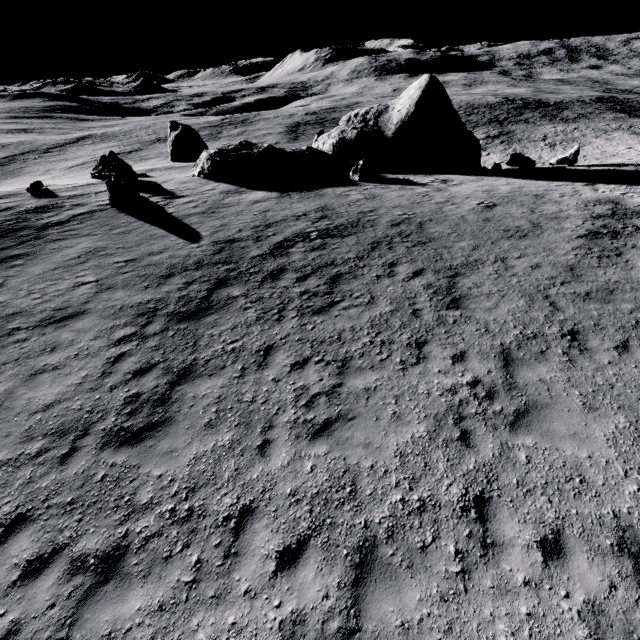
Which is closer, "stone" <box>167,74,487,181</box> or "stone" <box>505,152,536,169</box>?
"stone" <box>167,74,487,181</box>

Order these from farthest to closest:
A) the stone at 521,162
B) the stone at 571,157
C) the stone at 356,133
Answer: the stone at 571,157, the stone at 521,162, the stone at 356,133

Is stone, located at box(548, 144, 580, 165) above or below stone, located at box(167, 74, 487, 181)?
below

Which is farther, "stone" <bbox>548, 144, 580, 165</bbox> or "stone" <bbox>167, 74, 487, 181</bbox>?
"stone" <bbox>548, 144, 580, 165</bbox>

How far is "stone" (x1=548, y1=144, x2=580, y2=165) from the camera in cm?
2484

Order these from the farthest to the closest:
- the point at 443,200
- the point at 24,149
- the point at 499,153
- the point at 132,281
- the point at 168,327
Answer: the point at 24,149 < the point at 499,153 < the point at 443,200 < the point at 132,281 < the point at 168,327

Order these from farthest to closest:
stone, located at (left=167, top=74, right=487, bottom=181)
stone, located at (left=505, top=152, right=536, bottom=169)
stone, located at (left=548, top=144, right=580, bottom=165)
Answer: stone, located at (left=548, top=144, right=580, bottom=165) → stone, located at (left=505, top=152, right=536, bottom=169) → stone, located at (left=167, top=74, right=487, bottom=181)

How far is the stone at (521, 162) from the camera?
24.2 meters
